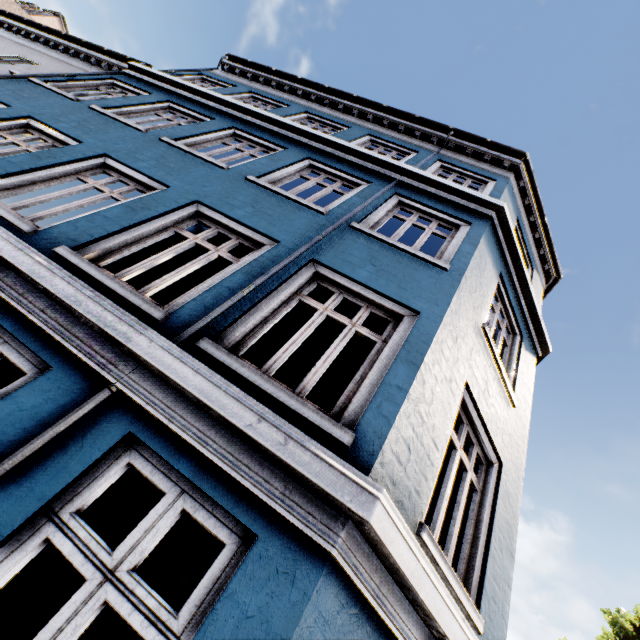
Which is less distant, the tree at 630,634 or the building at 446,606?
the building at 446,606

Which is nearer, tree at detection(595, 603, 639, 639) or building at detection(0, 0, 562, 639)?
building at detection(0, 0, 562, 639)

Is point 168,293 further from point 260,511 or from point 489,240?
point 260,511
